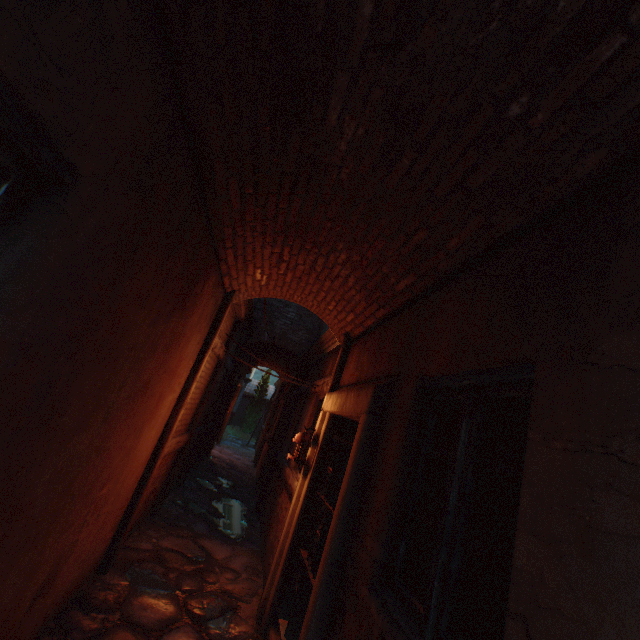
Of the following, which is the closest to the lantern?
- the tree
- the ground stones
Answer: the ground stones

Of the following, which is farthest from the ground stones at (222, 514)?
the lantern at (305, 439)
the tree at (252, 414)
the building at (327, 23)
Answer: the tree at (252, 414)

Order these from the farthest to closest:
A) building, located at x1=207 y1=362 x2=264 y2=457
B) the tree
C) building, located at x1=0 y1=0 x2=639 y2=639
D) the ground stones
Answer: the tree → building, located at x1=207 y1=362 x2=264 y2=457 → the ground stones → building, located at x1=0 y1=0 x2=639 y2=639

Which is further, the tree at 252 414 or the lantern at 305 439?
the tree at 252 414

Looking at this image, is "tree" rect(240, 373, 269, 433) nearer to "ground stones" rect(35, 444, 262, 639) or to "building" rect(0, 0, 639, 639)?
"building" rect(0, 0, 639, 639)

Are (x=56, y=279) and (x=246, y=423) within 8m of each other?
no

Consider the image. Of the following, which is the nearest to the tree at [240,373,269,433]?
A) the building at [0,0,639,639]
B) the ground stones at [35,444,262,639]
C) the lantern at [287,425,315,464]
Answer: the building at [0,0,639,639]

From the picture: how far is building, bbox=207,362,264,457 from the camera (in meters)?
12.57
